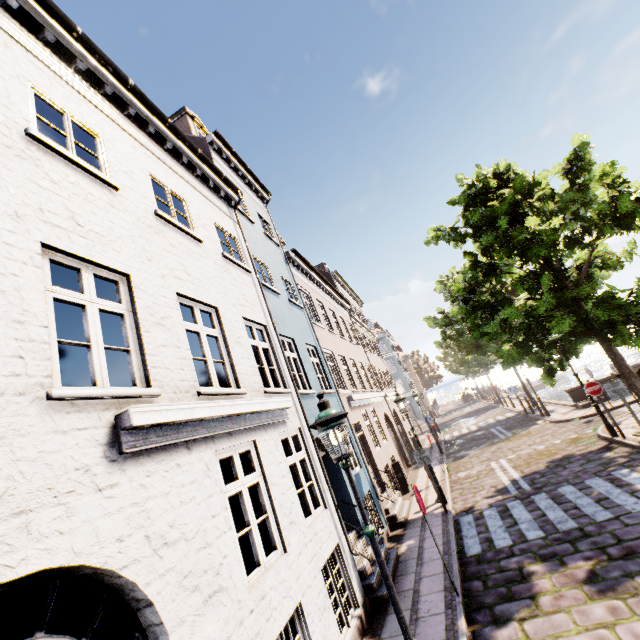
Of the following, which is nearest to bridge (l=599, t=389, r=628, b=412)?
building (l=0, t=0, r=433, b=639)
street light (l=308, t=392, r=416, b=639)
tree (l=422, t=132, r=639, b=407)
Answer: tree (l=422, t=132, r=639, b=407)

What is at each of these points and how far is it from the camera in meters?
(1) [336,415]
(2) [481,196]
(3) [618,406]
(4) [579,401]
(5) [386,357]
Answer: (1) street light, 3.9
(2) tree, 10.8
(3) bridge, 14.4
(4) bridge, 17.3
(5) building, 45.8

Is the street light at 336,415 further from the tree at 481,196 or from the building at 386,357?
the building at 386,357

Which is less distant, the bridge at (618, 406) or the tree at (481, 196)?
the tree at (481, 196)

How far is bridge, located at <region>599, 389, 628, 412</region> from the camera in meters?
13.9 m

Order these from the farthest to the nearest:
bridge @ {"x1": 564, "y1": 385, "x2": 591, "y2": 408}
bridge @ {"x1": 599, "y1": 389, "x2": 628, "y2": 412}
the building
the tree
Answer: bridge @ {"x1": 564, "y1": 385, "x2": 591, "y2": 408} → bridge @ {"x1": 599, "y1": 389, "x2": 628, "y2": 412} → the tree → the building

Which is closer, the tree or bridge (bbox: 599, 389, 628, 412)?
the tree
